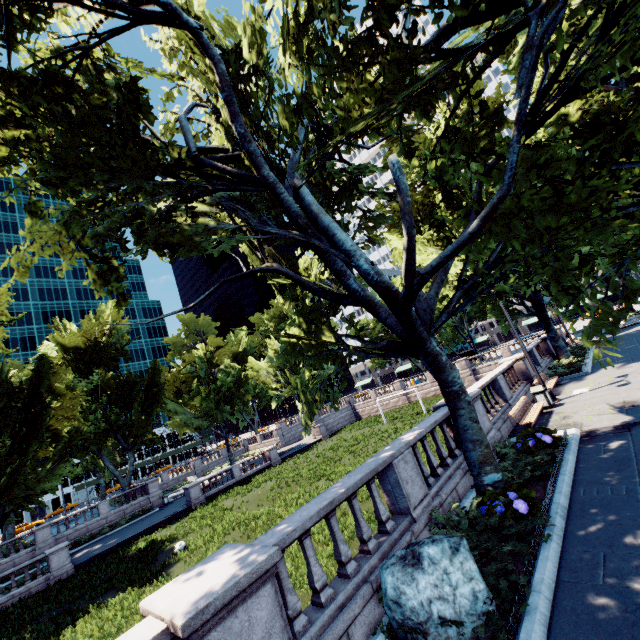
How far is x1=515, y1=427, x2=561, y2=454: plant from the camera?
9.4 meters

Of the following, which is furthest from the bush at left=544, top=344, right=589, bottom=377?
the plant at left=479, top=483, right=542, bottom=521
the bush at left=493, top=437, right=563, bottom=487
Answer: the plant at left=479, top=483, right=542, bottom=521

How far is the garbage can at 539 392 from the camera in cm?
1433

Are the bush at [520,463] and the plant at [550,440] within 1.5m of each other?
yes

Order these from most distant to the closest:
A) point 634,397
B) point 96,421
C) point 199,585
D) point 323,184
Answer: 1. point 96,421
2. point 634,397
3. point 323,184
4. point 199,585

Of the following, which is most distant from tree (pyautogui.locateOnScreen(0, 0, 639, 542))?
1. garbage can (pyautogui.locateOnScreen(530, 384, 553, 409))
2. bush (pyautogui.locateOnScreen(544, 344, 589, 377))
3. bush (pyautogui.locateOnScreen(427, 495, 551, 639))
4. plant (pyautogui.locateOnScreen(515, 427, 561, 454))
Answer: garbage can (pyautogui.locateOnScreen(530, 384, 553, 409))

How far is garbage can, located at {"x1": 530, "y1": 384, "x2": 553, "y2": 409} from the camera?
14.3m

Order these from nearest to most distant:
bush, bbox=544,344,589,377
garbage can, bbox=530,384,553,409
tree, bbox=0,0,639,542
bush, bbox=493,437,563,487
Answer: tree, bbox=0,0,639,542 → bush, bbox=493,437,563,487 → garbage can, bbox=530,384,553,409 → bush, bbox=544,344,589,377
